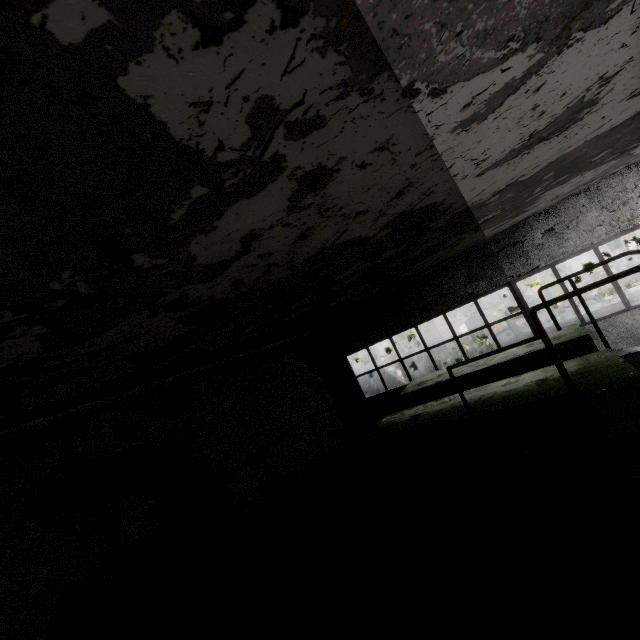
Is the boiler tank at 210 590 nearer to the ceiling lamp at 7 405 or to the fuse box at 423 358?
the ceiling lamp at 7 405

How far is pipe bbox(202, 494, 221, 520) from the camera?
4.44m

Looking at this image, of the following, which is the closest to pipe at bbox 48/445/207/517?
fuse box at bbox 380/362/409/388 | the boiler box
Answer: fuse box at bbox 380/362/409/388

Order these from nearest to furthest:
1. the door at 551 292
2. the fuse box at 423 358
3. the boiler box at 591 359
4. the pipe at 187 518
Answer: the pipe at 187 518, the boiler box at 591 359, the fuse box at 423 358, the door at 551 292

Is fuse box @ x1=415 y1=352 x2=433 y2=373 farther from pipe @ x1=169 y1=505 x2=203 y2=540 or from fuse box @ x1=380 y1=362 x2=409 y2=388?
pipe @ x1=169 y1=505 x2=203 y2=540

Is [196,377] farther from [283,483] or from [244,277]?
[244,277]

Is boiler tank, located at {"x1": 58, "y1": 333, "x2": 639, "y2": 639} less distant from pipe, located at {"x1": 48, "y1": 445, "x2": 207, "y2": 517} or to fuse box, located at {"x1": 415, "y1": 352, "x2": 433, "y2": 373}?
pipe, located at {"x1": 48, "y1": 445, "x2": 207, "y2": 517}

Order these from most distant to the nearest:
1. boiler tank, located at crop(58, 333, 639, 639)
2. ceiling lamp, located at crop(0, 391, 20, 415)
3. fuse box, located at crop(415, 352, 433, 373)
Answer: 1. fuse box, located at crop(415, 352, 433, 373)
2. ceiling lamp, located at crop(0, 391, 20, 415)
3. boiler tank, located at crop(58, 333, 639, 639)
